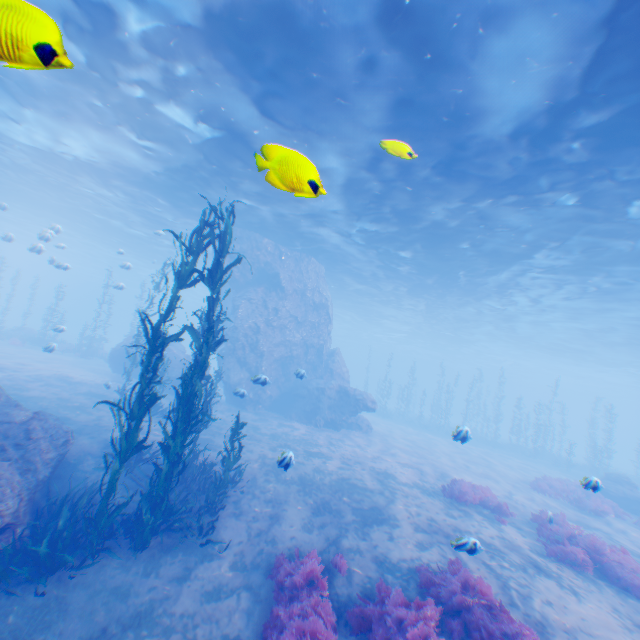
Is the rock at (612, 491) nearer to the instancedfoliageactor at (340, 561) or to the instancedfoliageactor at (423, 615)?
the instancedfoliageactor at (423, 615)

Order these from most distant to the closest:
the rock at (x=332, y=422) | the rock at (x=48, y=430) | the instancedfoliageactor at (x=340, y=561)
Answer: the rock at (x=332, y=422)
the instancedfoliageactor at (x=340, y=561)
the rock at (x=48, y=430)

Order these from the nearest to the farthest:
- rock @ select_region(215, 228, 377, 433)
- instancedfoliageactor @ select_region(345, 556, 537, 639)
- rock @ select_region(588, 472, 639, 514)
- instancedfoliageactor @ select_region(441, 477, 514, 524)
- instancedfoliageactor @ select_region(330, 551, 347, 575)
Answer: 1. instancedfoliageactor @ select_region(345, 556, 537, 639)
2. instancedfoliageactor @ select_region(330, 551, 347, 575)
3. instancedfoliageactor @ select_region(441, 477, 514, 524)
4. rock @ select_region(588, 472, 639, 514)
5. rock @ select_region(215, 228, 377, 433)

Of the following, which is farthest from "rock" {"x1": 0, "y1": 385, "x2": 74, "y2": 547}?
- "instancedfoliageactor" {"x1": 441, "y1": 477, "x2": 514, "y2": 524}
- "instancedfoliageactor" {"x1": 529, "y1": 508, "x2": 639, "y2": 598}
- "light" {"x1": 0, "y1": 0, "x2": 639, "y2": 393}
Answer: "instancedfoliageactor" {"x1": 441, "y1": 477, "x2": 514, "y2": 524}

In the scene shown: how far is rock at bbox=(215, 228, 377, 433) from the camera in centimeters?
2202cm

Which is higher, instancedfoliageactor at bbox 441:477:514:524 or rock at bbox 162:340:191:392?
rock at bbox 162:340:191:392

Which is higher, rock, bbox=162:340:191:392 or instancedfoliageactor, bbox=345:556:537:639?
rock, bbox=162:340:191:392

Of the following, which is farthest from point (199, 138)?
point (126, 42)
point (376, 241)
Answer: point (376, 241)
